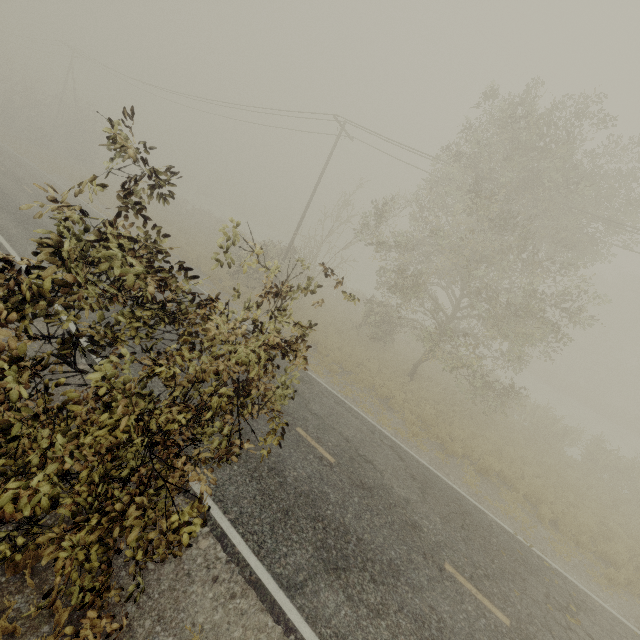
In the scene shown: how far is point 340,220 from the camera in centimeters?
2141cm
